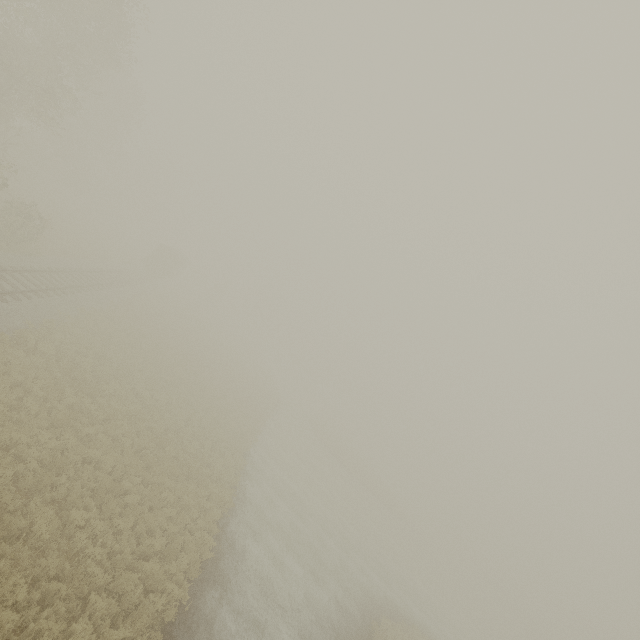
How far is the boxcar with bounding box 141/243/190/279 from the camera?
43.97m

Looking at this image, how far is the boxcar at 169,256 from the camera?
43.97m

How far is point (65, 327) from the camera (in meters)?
18.02
